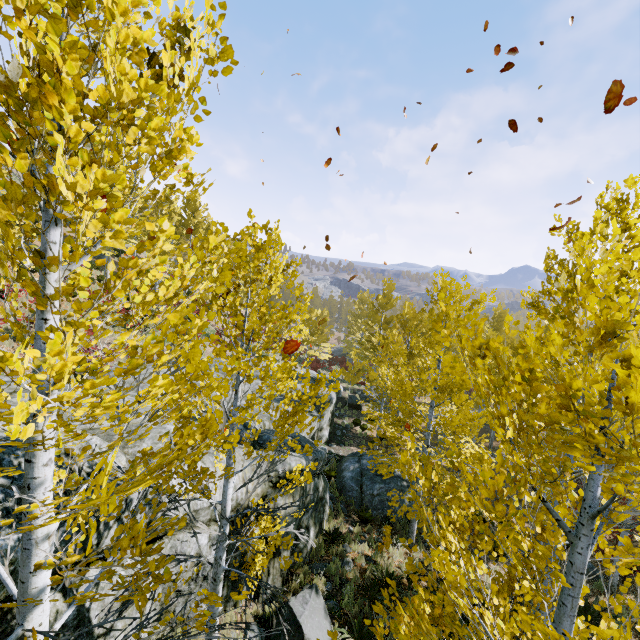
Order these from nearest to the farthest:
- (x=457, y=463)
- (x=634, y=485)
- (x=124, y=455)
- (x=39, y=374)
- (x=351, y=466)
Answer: (x=39, y=374) → (x=634, y=485) → (x=124, y=455) → (x=457, y=463) → (x=351, y=466)

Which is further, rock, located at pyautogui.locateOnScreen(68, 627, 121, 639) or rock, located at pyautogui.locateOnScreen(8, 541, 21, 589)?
rock, located at pyautogui.locateOnScreen(68, 627, 121, 639)

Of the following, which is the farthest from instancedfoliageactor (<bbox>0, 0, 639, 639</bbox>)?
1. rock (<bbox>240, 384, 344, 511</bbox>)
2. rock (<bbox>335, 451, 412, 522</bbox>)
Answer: rock (<bbox>335, 451, 412, 522</bbox>)

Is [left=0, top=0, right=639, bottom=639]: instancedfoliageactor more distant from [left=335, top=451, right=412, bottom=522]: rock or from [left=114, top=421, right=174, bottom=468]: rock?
[left=335, top=451, right=412, bottom=522]: rock

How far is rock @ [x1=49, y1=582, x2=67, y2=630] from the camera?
4.1 meters

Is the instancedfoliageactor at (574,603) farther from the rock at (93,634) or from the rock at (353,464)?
the rock at (353,464)

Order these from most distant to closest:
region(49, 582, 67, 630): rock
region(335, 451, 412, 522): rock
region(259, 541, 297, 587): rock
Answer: region(335, 451, 412, 522): rock → region(259, 541, 297, 587): rock → region(49, 582, 67, 630): rock
